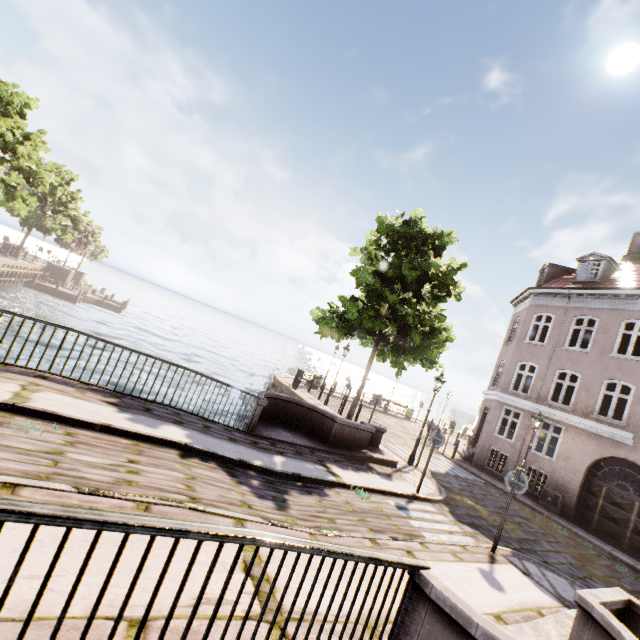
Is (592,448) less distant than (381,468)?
No

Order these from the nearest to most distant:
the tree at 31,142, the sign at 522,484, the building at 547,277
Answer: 1. the sign at 522,484
2. the building at 547,277
3. the tree at 31,142

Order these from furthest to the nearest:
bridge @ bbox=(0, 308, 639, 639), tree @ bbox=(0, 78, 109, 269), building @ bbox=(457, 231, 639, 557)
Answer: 1. tree @ bbox=(0, 78, 109, 269)
2. building @ bbox=(457, 231, 639, 557)
3. bridge @ bbox=(0, 308, 639, 639)

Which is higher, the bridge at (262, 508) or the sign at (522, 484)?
the sign at (522, 484)

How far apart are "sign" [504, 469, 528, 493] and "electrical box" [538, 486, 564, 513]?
10.0 meters

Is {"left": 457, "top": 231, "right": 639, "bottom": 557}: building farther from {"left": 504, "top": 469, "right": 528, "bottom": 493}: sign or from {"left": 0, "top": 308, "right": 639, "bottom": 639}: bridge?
{"left": 504, "top": 469, "right": 528, "bottom": 493}: sign

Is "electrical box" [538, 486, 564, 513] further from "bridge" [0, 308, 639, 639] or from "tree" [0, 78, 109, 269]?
"bridge" [0, 308, 639, 639]

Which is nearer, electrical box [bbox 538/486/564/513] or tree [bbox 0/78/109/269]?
electrical box [bbox 538/486/564/513]
